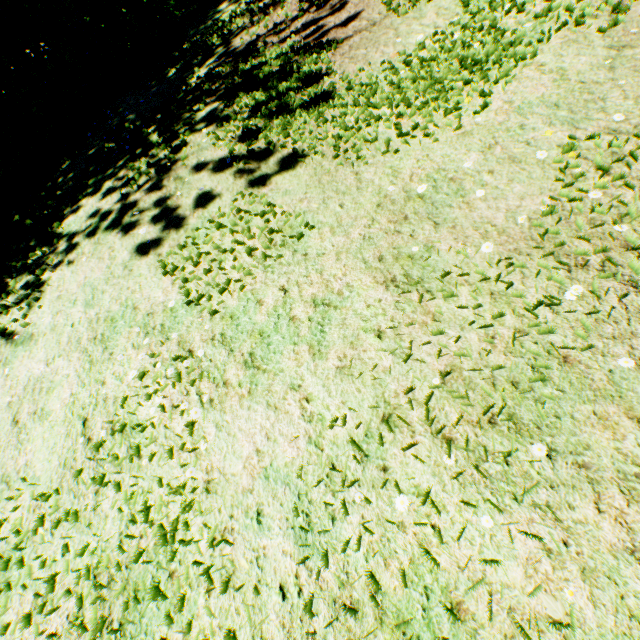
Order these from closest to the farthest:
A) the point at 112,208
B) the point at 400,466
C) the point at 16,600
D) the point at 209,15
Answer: the point at 400,466 → the point at 16,600 → the point at 112,208 → the point at 209,15
